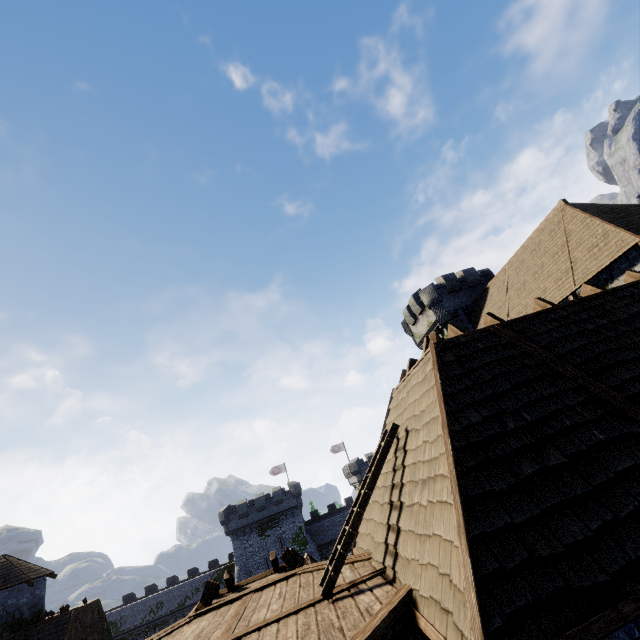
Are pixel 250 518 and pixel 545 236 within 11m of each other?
no

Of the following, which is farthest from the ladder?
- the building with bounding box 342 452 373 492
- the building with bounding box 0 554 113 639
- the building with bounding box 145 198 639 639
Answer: the building with bounding box 342 452 373 492

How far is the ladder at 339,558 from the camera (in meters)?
5.14

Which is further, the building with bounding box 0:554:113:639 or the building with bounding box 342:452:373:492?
the building with bounding box 342:452:373:492

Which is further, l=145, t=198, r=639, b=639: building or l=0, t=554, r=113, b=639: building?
l=0, t=554, r=113, b=639: building

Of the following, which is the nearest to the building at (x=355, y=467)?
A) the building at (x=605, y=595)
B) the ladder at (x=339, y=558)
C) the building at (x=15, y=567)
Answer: the building at (x=15, y=567)

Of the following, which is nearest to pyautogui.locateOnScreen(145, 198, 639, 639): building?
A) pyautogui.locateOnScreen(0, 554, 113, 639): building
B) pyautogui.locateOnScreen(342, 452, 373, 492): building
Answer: pyautogui.locateOnScreen(0, 554, 113, 639): building

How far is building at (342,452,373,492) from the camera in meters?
47.9
